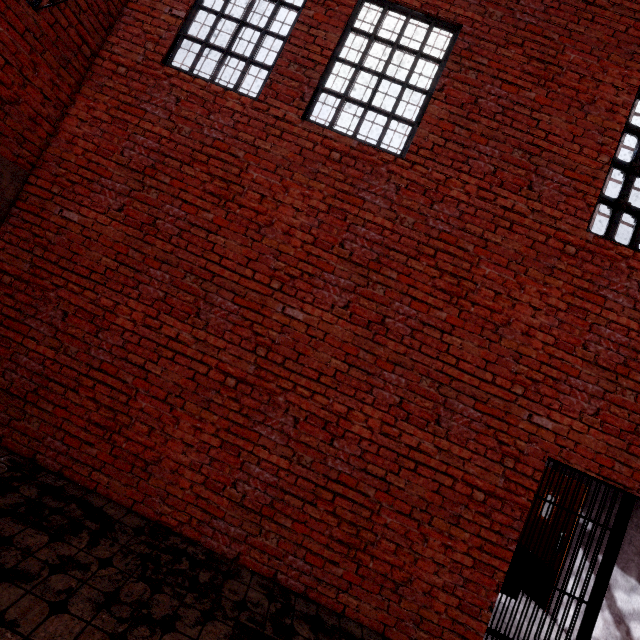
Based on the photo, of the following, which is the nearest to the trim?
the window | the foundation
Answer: the foundation

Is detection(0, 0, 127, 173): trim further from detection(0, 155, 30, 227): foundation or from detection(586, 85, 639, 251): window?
detection(586, 85, 639, 251): window

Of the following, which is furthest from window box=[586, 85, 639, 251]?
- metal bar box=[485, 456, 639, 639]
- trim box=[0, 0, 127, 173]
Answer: trim box=[0, 0, 127, 173]

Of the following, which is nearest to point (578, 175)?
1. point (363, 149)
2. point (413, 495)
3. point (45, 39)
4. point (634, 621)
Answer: point (363, 149)

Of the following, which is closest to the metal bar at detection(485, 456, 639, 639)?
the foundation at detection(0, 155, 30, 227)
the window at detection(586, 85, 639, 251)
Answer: the window at detection(586, 85, 639, 251)

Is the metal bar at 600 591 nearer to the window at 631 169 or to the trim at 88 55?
the window at 631 169

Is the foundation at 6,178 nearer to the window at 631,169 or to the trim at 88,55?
the trim at 88,55
